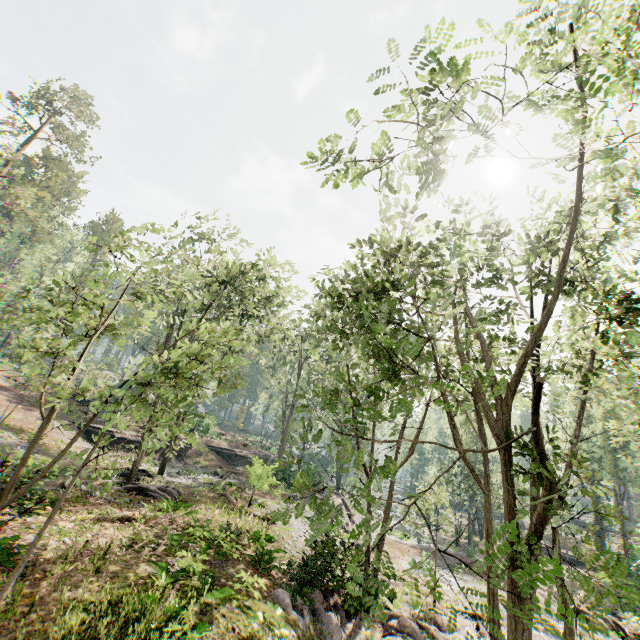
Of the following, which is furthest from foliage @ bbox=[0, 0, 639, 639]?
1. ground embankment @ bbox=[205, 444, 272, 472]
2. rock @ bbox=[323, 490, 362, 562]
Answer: ground embankment @ bbox=[205, 444, 272, 472]

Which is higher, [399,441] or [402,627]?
[399,441]

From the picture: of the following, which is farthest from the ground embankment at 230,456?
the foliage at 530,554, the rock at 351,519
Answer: the foliage at 530,554

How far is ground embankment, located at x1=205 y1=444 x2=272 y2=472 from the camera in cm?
2188

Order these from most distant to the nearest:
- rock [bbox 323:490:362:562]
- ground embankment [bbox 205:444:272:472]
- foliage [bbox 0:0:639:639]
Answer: ground embankment [bbox 205:444:272:472] < rock [bbox 323:490:362:562] < foliage [bbox 0:0:639:639]

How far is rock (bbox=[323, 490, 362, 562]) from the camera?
15.62m
